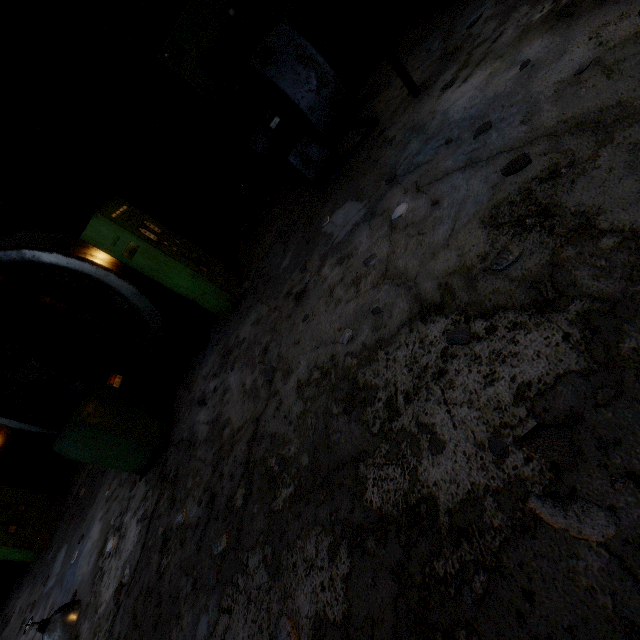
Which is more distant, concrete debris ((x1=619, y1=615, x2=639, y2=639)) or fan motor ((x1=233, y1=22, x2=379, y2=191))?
fan motor ((x1=233, y1=22, x2=379, y2=191))

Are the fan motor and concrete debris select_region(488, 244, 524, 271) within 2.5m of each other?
no

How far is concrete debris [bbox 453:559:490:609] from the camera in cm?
134

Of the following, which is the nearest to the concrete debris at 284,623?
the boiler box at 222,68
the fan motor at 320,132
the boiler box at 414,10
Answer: the fan motor at 320,132

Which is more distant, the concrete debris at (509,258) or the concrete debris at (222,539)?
the concrete debris at (222,539)

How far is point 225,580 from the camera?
2.5 meters

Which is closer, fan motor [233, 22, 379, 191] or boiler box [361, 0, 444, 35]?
fan motor [233, 22, 379, 191]

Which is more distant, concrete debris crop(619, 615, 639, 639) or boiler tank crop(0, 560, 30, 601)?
boiler tank crop(0, 560, 30, 601)
